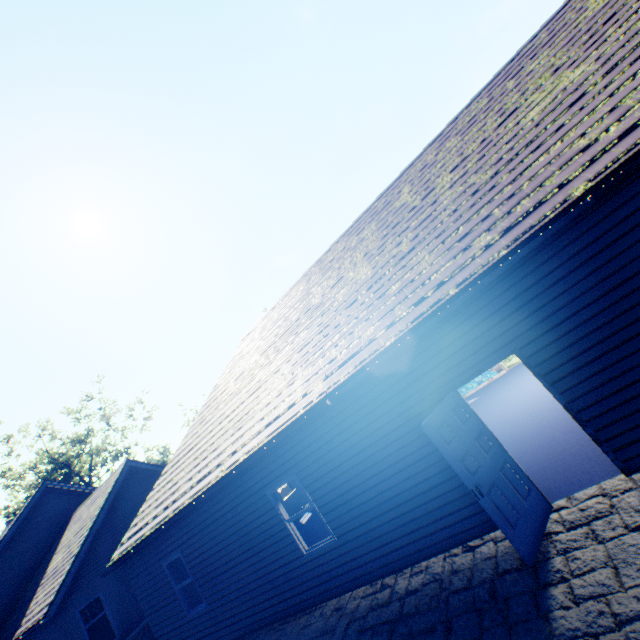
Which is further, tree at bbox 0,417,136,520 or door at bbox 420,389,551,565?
tree at bbox 0,417,136,520

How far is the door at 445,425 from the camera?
4.44m

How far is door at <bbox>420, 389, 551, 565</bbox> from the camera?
4.4 meters

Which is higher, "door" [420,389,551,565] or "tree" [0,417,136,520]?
"tree" [0,417,136,520]

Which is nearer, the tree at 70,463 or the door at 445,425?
the door at 445,425

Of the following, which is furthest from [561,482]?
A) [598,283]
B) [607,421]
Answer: [598,283]
